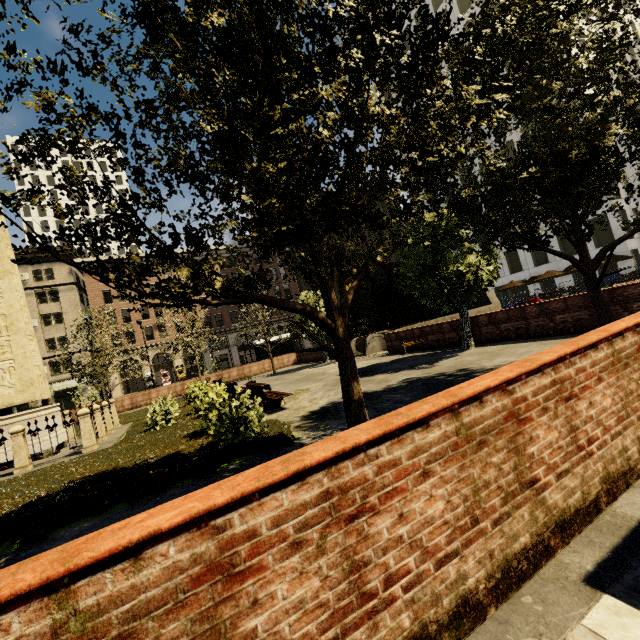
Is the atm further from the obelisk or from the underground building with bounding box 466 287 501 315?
the obelisk

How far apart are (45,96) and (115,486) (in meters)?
6.04

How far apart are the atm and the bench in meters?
19.7 m

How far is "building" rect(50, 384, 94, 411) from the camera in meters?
39.8

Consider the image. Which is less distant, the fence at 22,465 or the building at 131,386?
the fence at 22,465

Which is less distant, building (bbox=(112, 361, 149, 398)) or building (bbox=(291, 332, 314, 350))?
building (bbox=(112, 361, 149, 398))

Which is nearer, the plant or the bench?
the plant

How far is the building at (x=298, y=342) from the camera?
54.1m
